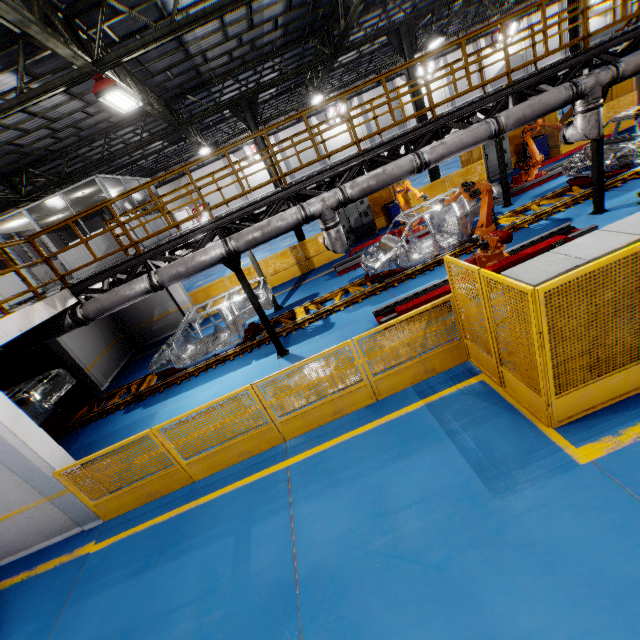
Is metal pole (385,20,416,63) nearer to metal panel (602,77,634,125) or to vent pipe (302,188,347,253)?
metal panel (602,77,634,125)

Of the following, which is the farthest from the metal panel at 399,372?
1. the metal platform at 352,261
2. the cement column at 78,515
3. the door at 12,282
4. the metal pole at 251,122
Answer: the door at 12,282

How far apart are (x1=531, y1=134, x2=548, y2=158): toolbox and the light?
17.7 meters

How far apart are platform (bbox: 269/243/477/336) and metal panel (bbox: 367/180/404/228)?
4.56m

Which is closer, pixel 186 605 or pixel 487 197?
pixel 186 605

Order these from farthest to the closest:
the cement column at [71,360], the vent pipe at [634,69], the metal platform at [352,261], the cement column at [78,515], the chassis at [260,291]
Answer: the metal platform at [352,261], the cement column at [71,360], the chassis at [260,291], the vent pipe at [634,69], the cement column at [78,515]

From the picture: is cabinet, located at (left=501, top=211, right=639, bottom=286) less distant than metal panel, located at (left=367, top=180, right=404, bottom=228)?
Yes

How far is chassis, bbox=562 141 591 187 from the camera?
10.9m
